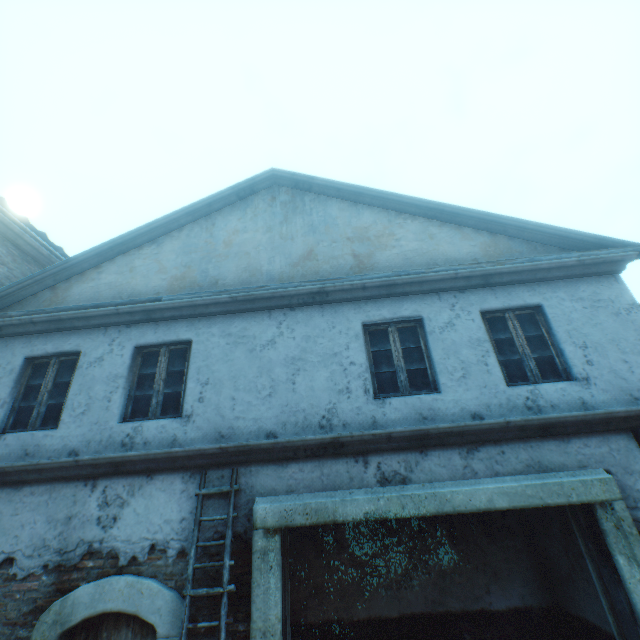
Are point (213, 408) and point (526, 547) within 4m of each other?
no

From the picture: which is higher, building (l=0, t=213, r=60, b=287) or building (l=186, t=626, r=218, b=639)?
building (l=0, t=213, r=60, b=287)

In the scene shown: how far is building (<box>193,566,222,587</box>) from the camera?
3.9m

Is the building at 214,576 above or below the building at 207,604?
above

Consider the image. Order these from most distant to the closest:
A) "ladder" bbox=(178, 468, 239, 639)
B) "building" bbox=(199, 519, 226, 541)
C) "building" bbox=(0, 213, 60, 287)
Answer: "building" bbox=(0, 213, 60, 287) < "building" bbox=(199, 519, 226, 541) < "ladder" bbox=(178, 468, 239, 639)

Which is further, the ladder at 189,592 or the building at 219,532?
the building at 219,532

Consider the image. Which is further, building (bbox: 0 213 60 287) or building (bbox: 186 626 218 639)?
building (bbox: 0 213 60 287)
